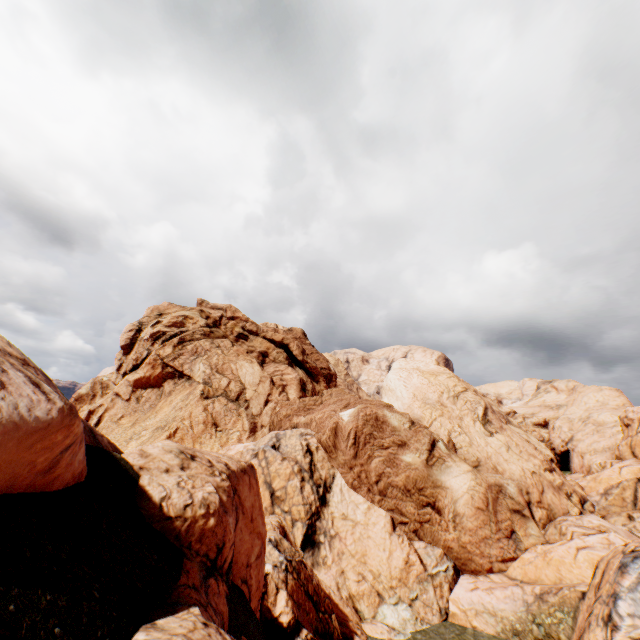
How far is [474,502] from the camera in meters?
24.9 m
